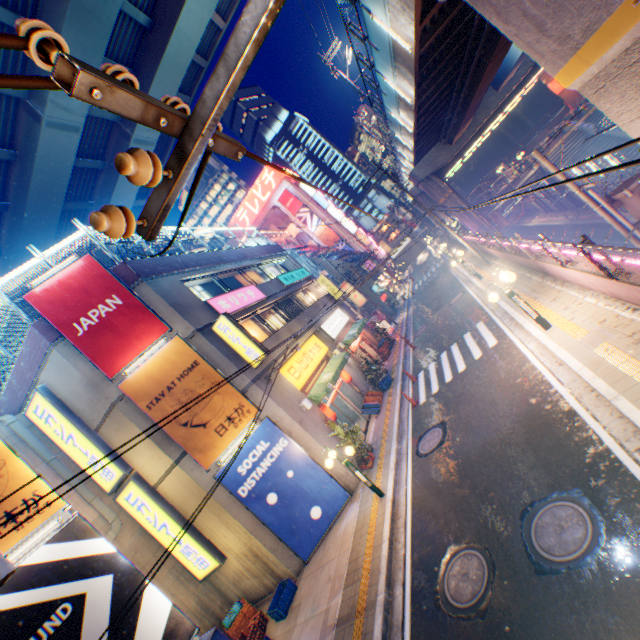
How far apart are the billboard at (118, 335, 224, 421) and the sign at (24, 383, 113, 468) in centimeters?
218cm

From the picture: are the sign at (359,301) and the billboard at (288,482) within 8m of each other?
no

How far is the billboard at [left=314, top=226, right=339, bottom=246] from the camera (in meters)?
57.88

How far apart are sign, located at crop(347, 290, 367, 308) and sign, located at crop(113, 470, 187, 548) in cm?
2635

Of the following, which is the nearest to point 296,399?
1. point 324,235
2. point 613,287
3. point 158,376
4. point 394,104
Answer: point 158,376

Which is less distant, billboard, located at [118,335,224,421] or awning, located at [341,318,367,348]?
billboard, located at [118,335,224,421]

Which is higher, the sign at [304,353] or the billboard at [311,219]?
the billboard at [311,219]

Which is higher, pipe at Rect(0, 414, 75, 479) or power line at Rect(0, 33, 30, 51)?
pipe at Rect(0, 414, 75, 479)
